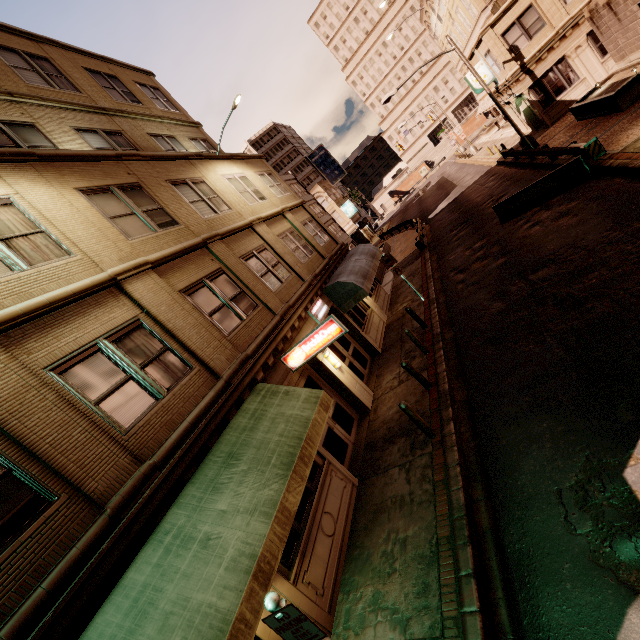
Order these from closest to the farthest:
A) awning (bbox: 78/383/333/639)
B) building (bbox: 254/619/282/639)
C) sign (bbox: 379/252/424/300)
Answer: awning (bbox: 78/383/333/639) < building (bbox: 254/619/282/639) < sign (bbox: 379/252/424/300)

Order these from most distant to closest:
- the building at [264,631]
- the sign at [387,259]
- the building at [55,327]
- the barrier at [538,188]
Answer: the sign at [387,259] → the barrier at [538,188] → the building at [264,631] → the building at [55,327]

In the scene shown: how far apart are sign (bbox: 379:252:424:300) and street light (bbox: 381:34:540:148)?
14.2 meters

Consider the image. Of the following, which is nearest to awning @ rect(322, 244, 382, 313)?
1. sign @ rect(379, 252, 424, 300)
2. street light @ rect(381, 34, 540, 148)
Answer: sign @ rect(379, 252, 424, 300)

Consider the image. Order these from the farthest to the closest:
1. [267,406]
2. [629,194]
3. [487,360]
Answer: [629,194] → [487,360] → [267,406]

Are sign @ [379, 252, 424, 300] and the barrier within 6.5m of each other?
yes

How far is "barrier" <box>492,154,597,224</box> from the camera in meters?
12.8

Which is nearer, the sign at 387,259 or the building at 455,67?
the sign at 387,259
